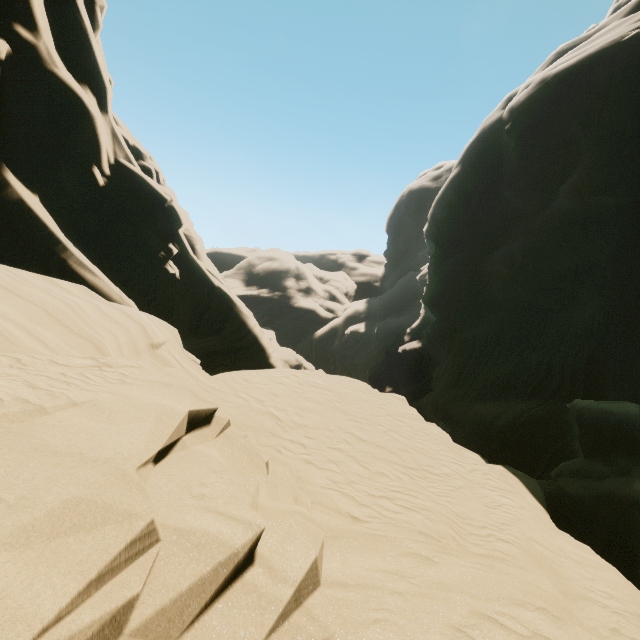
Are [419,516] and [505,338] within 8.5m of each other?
no
